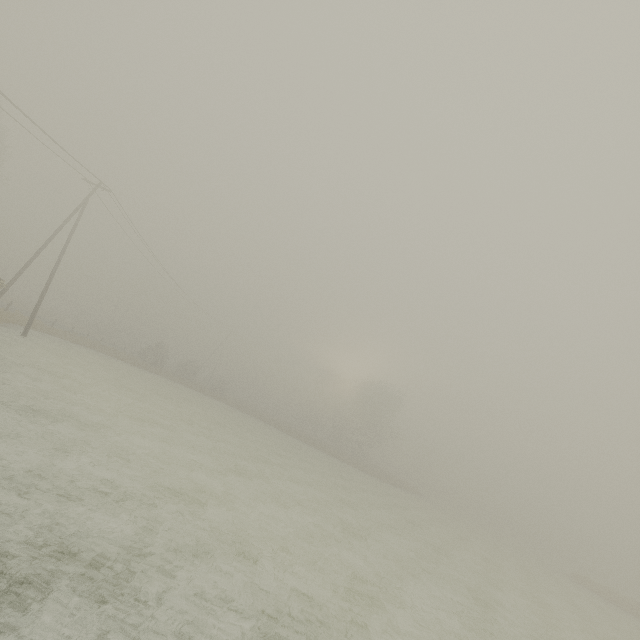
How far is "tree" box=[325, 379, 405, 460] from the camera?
52.72m

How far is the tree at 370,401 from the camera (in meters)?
52.72

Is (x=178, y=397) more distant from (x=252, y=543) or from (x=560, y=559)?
(x=560, y=559)
